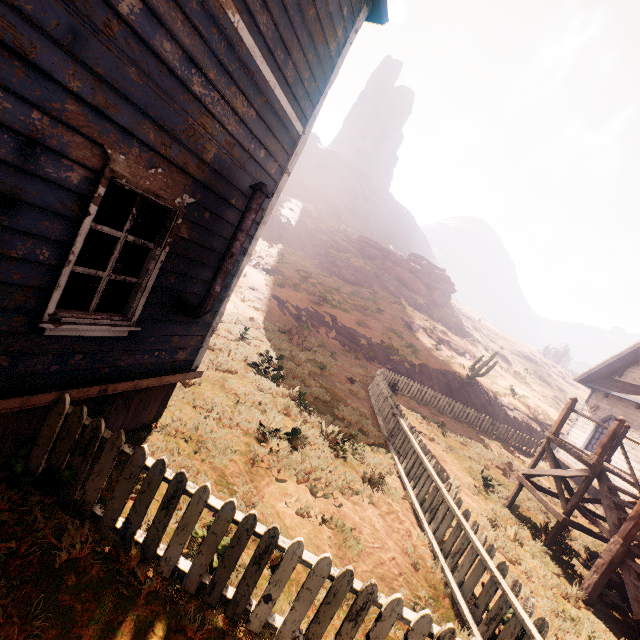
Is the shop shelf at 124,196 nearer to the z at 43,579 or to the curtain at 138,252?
the z at 43,579

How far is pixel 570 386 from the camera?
54.50m

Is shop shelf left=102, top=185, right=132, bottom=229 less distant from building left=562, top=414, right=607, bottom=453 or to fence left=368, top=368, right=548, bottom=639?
building left=562, top=414, right=607, bottom=453

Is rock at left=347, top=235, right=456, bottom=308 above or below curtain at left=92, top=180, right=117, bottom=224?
above

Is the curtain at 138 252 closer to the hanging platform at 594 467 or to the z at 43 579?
the z at 43 579

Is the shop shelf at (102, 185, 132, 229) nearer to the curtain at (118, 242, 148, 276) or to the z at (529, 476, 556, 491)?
the z at (529, 476, 556, 491)

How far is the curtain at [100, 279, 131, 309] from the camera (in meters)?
3.48

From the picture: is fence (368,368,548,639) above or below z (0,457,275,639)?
above
